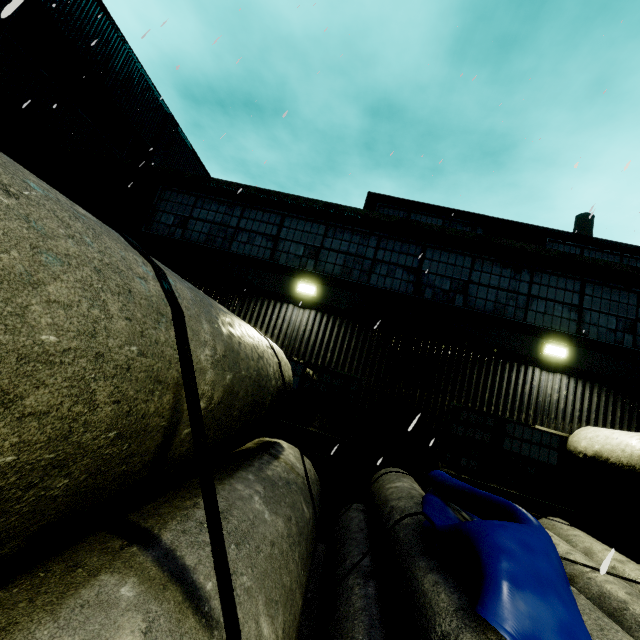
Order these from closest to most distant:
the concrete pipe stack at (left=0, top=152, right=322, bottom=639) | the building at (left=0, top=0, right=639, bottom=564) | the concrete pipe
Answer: the concrete pipe stack at (left=0, top=152, right=322, bottom=639) → the concrete pipe → the building at (left=0, top=0, right=639, bottom=564)

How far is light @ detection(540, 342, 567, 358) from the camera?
7.2m

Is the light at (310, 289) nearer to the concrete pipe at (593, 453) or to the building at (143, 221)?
the building at (143, 221)

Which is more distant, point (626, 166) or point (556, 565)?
point (626, 166)

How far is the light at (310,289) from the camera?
8.0m

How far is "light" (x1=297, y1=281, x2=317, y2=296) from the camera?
8.00m

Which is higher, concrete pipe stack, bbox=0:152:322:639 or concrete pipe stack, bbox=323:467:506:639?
concrete pipe stack, bbox=0:152:322:639

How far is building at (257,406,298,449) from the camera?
7.4 meters
